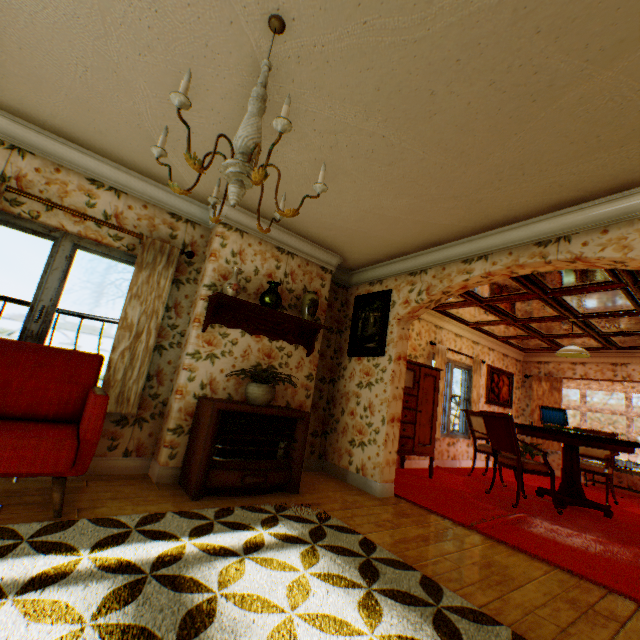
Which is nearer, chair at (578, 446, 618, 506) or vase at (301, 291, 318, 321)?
vase at (301, 291, 318, 321)

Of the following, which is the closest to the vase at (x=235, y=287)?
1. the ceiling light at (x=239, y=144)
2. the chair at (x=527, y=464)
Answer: the ceiling light at (x=239, y=144)

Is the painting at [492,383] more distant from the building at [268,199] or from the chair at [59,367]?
the chair at [59,367]

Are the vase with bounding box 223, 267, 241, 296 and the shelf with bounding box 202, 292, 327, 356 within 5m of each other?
yes

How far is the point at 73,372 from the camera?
3.0 meters

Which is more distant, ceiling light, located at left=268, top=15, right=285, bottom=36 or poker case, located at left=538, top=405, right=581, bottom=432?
poker case, located at left=538, top=405, right=581, bottom=432

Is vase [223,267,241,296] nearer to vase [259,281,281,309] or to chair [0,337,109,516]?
vase [259,281,281,309]

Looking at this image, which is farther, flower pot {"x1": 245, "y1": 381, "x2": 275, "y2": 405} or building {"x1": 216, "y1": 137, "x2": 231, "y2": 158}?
flower pot {"x1": 245, "y1": 381, "x2": 275, "y2": 405}
